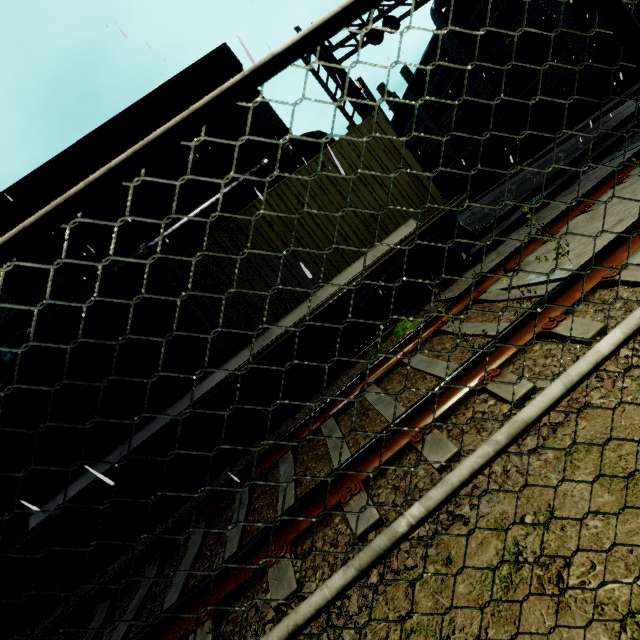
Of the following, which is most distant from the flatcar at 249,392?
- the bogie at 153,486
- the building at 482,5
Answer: the building at 482,5

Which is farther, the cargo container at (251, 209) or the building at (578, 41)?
the building at (578, 41)

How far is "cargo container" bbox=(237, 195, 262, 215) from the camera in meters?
6.9 m

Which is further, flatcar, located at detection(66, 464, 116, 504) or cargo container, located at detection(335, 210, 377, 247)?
cargo container, located at detection(335, 210, 377, 247)

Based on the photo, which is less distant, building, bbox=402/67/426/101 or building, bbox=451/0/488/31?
building, bbox=451/0/488/31

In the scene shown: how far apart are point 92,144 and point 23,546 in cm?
1163

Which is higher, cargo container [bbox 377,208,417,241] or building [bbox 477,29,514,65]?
building [bbox 477,29,514,65]

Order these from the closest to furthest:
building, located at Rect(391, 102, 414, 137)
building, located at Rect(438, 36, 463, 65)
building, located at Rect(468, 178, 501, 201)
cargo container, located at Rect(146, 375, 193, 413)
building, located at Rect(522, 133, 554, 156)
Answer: cargo container, located at Rect(146, 375, 193, 413) < building, located at Rect(522, 133, 554, 156) < building, located at Rect(438, 36, 463, 65) < building, located at Rect(468, 178, 501, 201) < building, located at Rect(391, 102, 414, 137)
